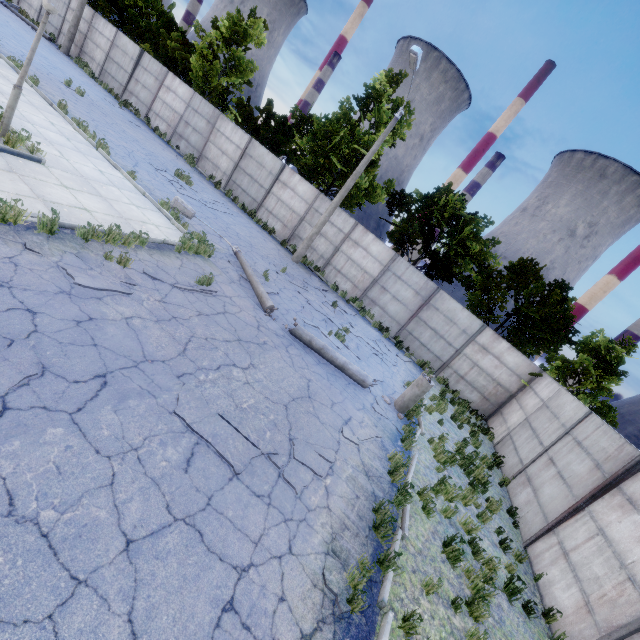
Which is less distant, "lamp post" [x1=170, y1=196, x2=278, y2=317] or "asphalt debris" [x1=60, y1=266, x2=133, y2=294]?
"asphalt debris" [x1=60, y1=266, x2=133, y2=294]

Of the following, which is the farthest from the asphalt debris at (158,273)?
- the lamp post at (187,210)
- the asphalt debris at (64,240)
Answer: the lamp post at (187,210)

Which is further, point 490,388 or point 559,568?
point 490,388

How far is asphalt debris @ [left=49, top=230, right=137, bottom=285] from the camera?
6.3 meters

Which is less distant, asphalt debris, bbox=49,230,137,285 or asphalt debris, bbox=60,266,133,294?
asphalt debris, bbox=60,266,133,294

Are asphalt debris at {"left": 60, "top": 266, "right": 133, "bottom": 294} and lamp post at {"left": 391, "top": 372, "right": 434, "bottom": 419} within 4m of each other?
no

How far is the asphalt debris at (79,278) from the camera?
5.5m

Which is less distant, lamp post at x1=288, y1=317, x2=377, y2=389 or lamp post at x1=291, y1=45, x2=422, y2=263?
lamp post at x1=288, y1=317, x2=377, y2=389
